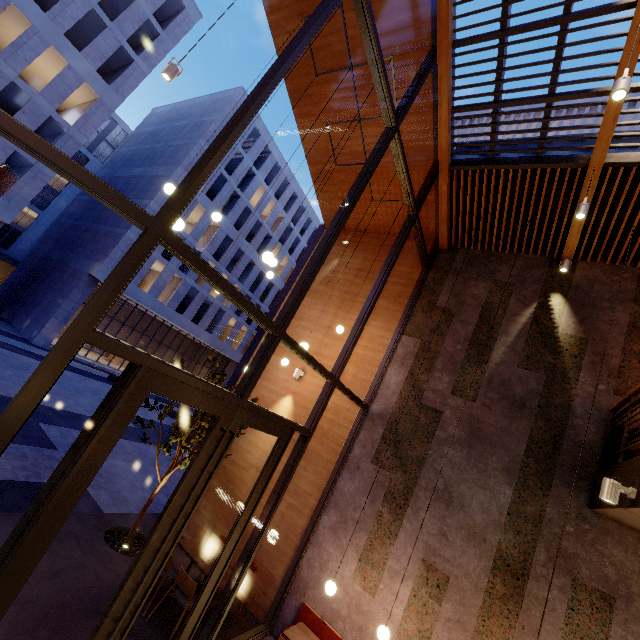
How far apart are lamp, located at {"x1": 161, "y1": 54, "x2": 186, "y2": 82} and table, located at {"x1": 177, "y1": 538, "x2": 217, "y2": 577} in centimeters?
800cm

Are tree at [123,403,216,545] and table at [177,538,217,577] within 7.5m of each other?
yes

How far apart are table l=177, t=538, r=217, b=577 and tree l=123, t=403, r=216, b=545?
1.3m

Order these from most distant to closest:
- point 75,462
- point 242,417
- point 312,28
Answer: point 242,417
point 312,28
point 75,462

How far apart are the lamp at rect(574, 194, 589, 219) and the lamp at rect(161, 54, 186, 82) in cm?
695

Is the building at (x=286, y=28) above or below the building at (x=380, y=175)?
above

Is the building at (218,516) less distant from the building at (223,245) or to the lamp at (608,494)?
the lamp at (608,494)

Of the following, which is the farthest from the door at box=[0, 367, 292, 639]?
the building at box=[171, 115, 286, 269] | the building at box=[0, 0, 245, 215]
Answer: the building at box=[171, 115, 286, 269]
